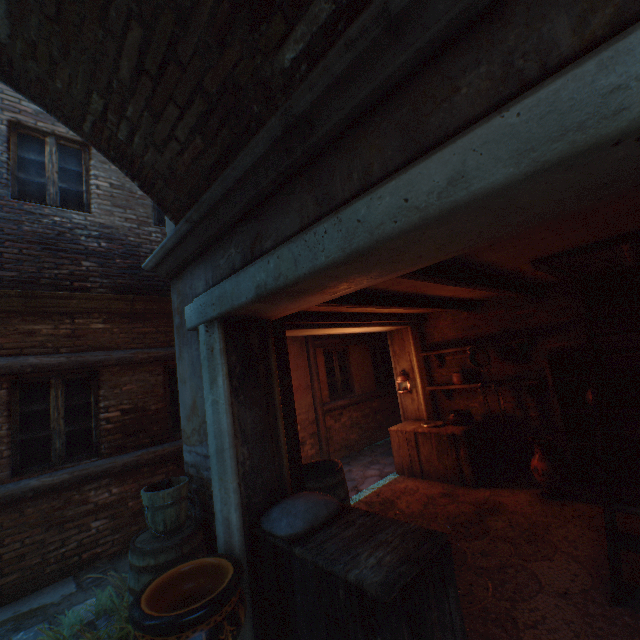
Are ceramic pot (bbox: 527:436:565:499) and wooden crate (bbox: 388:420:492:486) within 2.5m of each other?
yes

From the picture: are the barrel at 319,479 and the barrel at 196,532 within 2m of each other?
yes

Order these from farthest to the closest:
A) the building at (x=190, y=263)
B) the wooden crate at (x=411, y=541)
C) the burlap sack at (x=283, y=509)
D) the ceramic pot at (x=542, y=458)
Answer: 1. the ceramic pot at (x=542, y=458)
2. the burlap sack at (x=283, y=509)
3. the wooden crate at (x=411, y=541)
4. the building at (x=190, y=263)

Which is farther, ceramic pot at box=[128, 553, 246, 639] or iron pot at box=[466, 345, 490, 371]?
iron pot at box=[466, 345, 490, 371]

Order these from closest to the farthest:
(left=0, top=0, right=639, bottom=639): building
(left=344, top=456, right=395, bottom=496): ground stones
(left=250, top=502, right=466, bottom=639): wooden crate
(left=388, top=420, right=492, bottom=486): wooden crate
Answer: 1. (left=0, top=0, right=639, bottom=639): building
2. (left=250, top=502, right=466, bottom=639): wooden crate
3. (left=388, top=420, right=492, bottom=486): wooden crate
4. (left=344, top=456, right=395, bottom=496): ground stones

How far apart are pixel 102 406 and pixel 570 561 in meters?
6.3 m

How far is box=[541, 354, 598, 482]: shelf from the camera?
4.75m

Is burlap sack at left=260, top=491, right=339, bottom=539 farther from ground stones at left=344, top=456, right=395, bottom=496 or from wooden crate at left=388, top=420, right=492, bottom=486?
wooden crate at left=388, top=420, right=492, bottom=486
